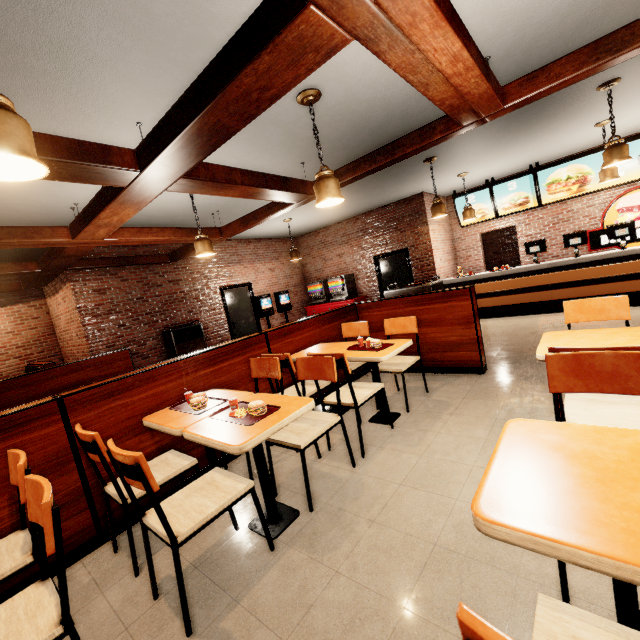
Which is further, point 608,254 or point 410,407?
point 608,254
